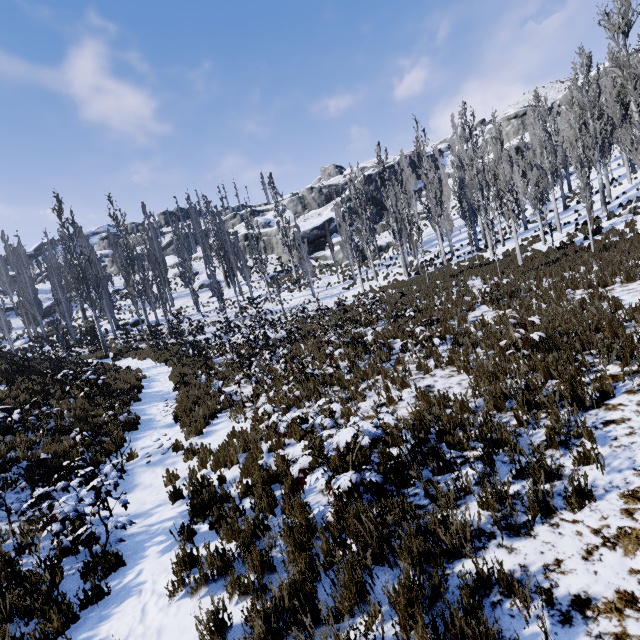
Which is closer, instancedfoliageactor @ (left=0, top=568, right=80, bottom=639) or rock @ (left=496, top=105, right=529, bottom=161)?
instancedfoliageactor @ (left=0, top=568, right=80, bottom=639)

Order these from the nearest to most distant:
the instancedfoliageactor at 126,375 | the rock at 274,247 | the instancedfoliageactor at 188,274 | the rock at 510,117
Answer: the instancedfoliageactor at 126,375 → the instancedfoliageactor at 188,274 → the rock at 510,117 → the rock at 274,247

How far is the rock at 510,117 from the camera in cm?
4578

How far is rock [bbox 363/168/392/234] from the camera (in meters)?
49.41

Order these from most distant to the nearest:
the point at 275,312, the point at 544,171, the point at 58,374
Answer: the point at 275,312 < the point at 544,171 < the point at 58,374

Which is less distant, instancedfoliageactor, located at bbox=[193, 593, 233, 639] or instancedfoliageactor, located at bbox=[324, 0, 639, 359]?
instancedfoliageactor, located at bbox=[193, 593, 233, 639]

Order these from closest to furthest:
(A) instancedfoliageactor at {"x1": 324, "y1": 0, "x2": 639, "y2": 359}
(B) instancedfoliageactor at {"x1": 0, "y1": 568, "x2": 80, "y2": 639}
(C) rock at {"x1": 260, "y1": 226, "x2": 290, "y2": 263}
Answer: (B) instancedfoliageactor at {"x1": 0, "y1": 568, "x2": 80, "y2": 639} → (A) instancedfoliageactor at {"x1": 324, "y1": 0, "x2": 639, "y2": 359} → (C) rock at {"x1": 260, "y1": 226, "x2": 290, "y2": 263}

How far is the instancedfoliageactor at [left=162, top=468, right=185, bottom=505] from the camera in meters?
6.1 m
